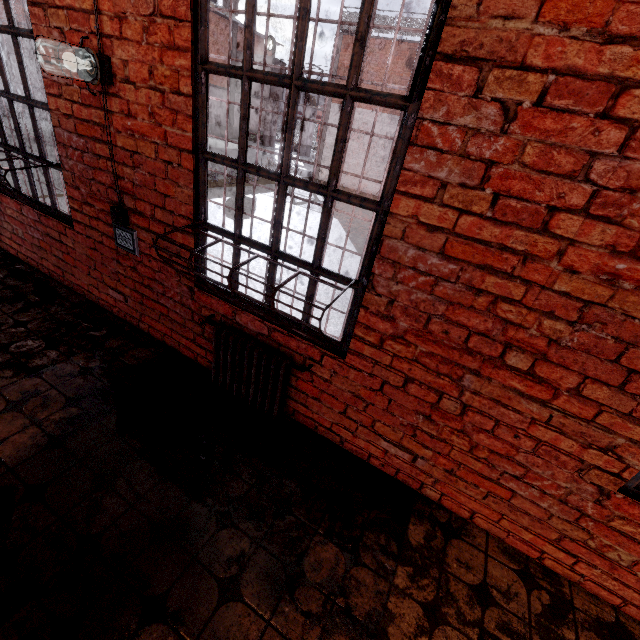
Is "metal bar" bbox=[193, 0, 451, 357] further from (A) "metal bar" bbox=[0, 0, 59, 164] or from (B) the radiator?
(A) "metal bar" bbox=[0, 0, 59, 164]

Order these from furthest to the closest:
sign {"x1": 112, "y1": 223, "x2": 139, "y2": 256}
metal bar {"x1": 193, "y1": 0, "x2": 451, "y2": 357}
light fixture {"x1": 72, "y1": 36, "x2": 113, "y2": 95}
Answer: sign {"x1": 112, "y1": 223, "x2": 139, "y2": 256}, light fixture {"x1": 72, "y1": 36, "x2": 113, "y2": 95}, metal bar {"x1": 193, "y1": 0, "x2": 451, "y2": 357}

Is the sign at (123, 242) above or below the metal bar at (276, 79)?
below

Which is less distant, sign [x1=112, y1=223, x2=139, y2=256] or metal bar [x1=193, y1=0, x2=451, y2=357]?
metal bar [x1=193, y1=0, x2=451, y2=357]

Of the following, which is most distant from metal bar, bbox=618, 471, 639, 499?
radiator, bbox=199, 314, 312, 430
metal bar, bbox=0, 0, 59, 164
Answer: metal bar, bbox=0, 0, 59, 164

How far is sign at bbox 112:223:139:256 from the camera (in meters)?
2.73

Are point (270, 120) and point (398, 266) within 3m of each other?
no

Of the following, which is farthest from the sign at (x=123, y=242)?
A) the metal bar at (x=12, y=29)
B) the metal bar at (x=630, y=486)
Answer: the metal bar at (x=630, y=486)
